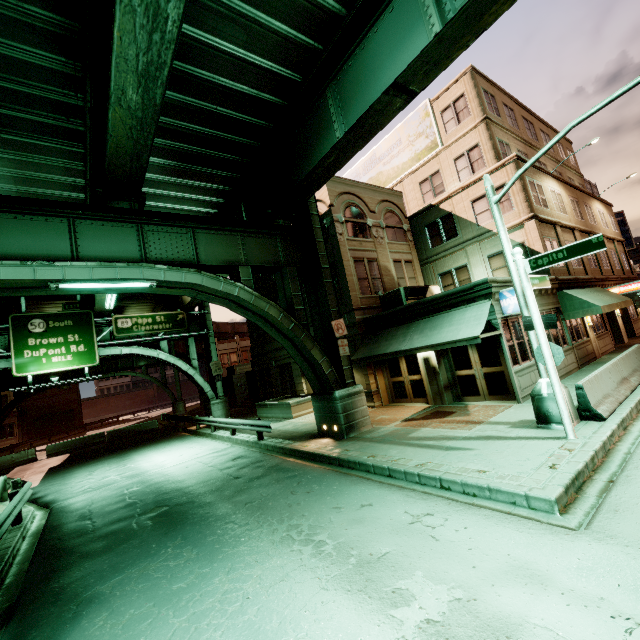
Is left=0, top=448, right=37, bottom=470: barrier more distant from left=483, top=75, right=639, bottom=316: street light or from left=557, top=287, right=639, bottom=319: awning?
left=557, top=287, right=639, bottom=319: awning

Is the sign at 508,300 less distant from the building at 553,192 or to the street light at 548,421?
the building at 553,192

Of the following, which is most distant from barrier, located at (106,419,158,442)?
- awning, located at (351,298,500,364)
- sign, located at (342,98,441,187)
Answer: sign, located at (342,98,441,187)

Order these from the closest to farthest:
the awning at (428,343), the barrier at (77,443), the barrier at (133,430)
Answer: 1. the awning at (428,343)
2. the barrier at (77,443)
3. the barrier at (133,430)

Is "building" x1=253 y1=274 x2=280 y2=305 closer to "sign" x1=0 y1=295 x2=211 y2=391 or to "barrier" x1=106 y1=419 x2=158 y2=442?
"sign" x1=0 y1=295 x2=211 y2=391

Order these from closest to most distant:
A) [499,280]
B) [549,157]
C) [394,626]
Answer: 1. [394,626]
2. [499,280]
3. [549,157]

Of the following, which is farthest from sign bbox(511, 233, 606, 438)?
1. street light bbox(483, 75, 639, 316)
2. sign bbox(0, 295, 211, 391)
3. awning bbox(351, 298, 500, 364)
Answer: sign bbox(0, 295, 211, 391)

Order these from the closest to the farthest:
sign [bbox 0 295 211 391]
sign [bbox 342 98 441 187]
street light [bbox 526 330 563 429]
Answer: street light [bbox 526 330 563 429] < sign [bbox 0 295 211 391] < sign [bbox 342 98 441 187]
